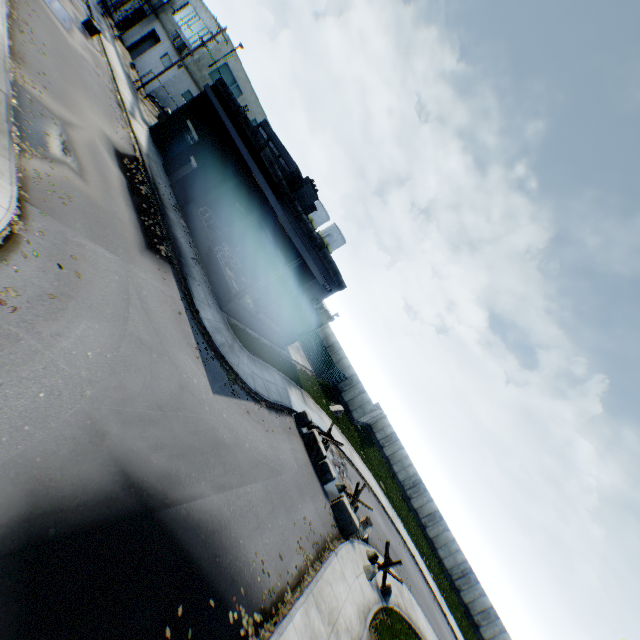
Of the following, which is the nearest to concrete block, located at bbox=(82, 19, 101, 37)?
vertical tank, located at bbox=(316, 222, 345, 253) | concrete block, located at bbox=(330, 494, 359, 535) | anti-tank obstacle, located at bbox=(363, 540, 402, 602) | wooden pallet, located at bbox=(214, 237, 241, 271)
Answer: wooden pallet, located at bbox=(214, 237, 241, 271)

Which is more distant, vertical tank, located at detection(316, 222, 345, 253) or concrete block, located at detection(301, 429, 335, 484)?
vertical tank, located at detection(316, 222, 345, 253)

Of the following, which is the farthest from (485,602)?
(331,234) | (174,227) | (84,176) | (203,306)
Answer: (84,176)

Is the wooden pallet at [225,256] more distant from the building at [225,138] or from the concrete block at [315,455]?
the concrete block at [315,455]

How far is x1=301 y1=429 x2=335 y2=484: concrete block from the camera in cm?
1844

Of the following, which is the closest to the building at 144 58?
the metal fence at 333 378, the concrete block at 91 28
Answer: the concrete block at 91 28

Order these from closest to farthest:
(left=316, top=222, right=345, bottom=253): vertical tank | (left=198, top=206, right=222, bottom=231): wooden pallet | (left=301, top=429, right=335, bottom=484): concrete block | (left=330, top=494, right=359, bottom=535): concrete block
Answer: (left=330, top=494, right=359, bottom=535): concrete block → (left=301, top=429, right=335, bottom=484): concrete block → (left=198, top=206, right=222, bottom=231): wooden pallet → (left=316, top=222, right=345, bottom=253): vertical tank

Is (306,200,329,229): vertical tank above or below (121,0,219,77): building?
above
